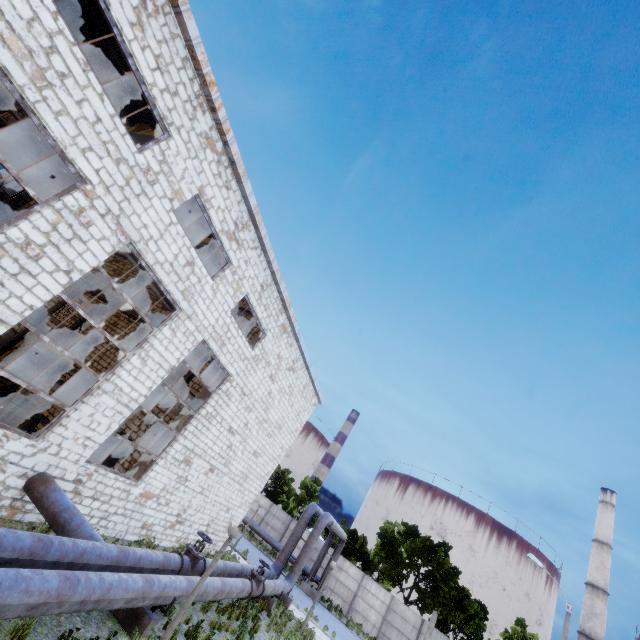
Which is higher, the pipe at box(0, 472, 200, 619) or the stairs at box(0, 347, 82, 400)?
the stairs at box(0, 347, 82, 400)

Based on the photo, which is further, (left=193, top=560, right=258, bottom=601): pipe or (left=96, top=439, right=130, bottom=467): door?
(left=96, top=439, right=130, bottom=467): door

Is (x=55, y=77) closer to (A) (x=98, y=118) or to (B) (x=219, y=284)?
(A) (x=98, y=118)

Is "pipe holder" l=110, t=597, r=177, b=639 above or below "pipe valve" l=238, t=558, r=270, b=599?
below

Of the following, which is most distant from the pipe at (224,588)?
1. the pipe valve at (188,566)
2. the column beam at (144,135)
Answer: the column beam at (144,135)

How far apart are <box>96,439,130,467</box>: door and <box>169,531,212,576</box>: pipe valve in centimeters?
606cm

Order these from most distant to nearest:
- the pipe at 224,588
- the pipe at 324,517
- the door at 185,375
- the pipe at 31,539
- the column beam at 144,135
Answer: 1. the pipe at 324,517
2. the door at 185,375
3. the column beam at 144,135
4. the pipe at 224,588
5. the pipe at 31,539

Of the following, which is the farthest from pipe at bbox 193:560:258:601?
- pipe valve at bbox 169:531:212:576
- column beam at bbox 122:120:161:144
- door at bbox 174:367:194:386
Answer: column beam at bbox 122:120:161:144
